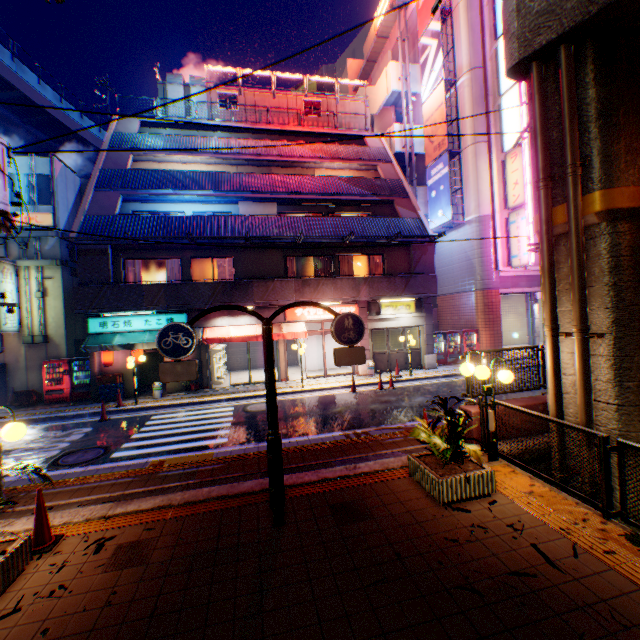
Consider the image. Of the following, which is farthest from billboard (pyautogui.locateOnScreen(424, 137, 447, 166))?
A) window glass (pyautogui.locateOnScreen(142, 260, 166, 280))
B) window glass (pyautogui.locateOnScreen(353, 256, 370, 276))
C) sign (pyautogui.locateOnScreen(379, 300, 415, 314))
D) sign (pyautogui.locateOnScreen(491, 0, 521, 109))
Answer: window glass (pyautogui.locateOnScreen(142, 260, 166, 280))

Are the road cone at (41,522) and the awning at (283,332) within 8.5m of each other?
no

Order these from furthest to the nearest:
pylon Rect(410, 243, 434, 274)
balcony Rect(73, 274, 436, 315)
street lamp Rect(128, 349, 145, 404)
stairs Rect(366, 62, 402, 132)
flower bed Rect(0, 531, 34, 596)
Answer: stairs Rect(366, 62, 402, 132), pylon Rect(410, 243, 434, 274), balcony Rect(73, 274, 436, 315), street lamp Rect(128, 349, 145, 404), flower bed Rect(0, 531, 34, 596)

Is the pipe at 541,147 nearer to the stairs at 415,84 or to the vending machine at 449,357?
the vending machine at 449,357

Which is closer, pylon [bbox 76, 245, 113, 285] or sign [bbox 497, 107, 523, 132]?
pylon [bbox 76, 245, 113, 285]

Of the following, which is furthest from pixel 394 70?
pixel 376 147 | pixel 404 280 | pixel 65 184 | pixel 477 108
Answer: pixel 65 184

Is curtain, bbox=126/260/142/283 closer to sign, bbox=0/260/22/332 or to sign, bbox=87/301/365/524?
sign, bbox=87/301/365/524

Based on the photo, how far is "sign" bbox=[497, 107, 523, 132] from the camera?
18.2m
